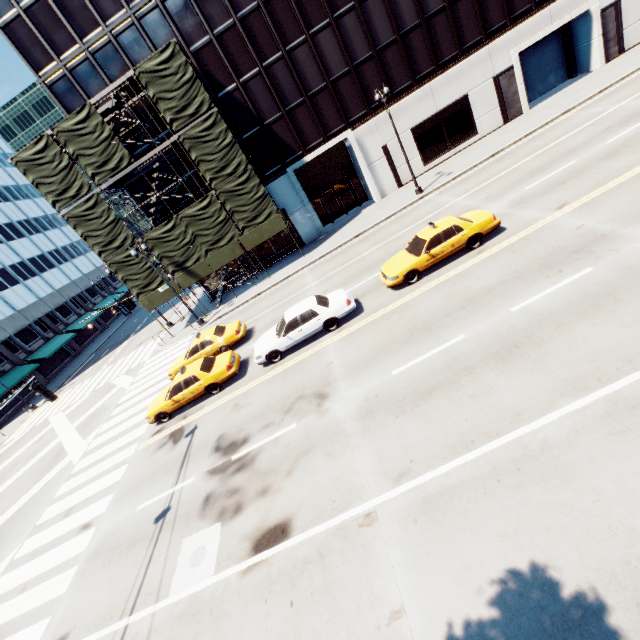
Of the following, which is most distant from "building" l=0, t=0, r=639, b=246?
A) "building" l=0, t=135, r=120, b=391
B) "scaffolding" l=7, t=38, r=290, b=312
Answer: "building" l=0, t=135, r=120, b=391

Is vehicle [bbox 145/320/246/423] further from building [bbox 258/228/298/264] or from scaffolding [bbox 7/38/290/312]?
building [bbox 258/228/298/264]

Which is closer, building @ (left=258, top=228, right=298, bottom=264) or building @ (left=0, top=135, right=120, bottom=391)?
building @ (left=258, top=228, right=298, bottom=264)

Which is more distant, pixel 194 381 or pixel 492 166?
pixel 492 166

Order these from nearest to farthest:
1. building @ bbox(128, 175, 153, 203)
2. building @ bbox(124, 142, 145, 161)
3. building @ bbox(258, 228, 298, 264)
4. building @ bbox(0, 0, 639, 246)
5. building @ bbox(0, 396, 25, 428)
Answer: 1. building @ bbox(0, 0, 639, 246)
2. building @ bbox(124, 142, 145, 161)
3. building @ bbox(128, 175, 153, 203)
4. building @ bbox(258, 228, 298, 264)
5. building @ bbox(0, 396, 25, 428)

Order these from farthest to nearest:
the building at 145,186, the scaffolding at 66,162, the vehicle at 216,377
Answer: the building at 145,186 < the scaffolding at 66,162 < the vehicle at 216,377

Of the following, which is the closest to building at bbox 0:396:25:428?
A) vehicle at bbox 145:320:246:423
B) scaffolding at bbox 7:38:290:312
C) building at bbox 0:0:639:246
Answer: scaffolding at bbox 7:38:290:312

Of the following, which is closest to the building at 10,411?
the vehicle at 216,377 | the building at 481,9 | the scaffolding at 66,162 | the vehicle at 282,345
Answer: the scaffolding at 66,162
